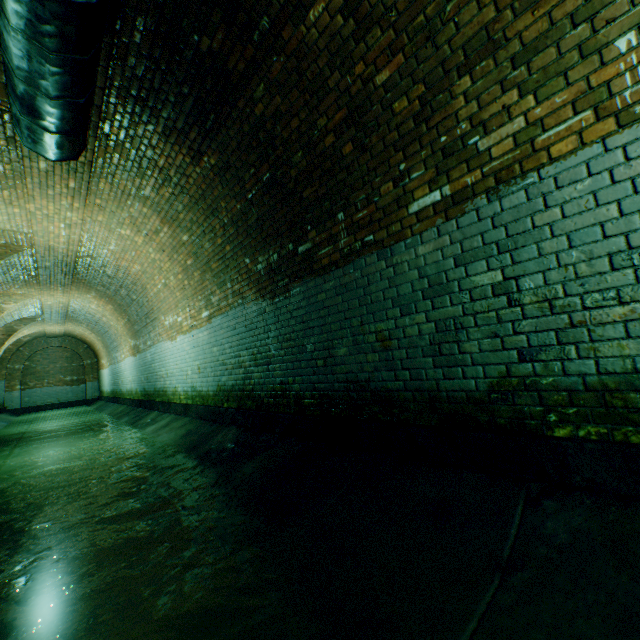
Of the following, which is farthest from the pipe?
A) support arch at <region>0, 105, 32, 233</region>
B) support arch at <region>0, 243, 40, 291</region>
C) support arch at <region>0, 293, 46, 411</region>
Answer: support arch at <region>0, 293, 46, 411</region>

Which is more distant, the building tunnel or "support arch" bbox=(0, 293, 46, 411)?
"support arch" bbox=(0, 293, 46, 411)

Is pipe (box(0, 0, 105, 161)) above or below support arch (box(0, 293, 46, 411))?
below

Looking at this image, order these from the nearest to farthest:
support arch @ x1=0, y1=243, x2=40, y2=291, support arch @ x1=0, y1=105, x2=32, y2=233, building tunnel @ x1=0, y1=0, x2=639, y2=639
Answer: building tunnel @ x1=0, y1=0, x2=639, y2=639
support arch @ x1=0, y1=105, x2=32, y2=233
support arch @ x1=0, y1=243, x2=40, y2=291

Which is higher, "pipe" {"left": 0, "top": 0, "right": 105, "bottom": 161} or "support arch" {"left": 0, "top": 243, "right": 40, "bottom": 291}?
"support arch" {"left": 0, "top": 243, "right": 40, "bottom": 291}

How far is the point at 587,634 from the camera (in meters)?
1.21

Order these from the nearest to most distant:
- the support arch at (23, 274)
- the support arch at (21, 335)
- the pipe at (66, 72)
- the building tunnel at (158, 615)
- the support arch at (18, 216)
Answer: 1. the building tunnel at (158, 615)
2. the pipe at (66, 72)
3. the support arch at (18, 216)
4. the support arch at (23, 274)
5. the support arch at (21, 335)

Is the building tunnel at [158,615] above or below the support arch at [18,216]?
below
